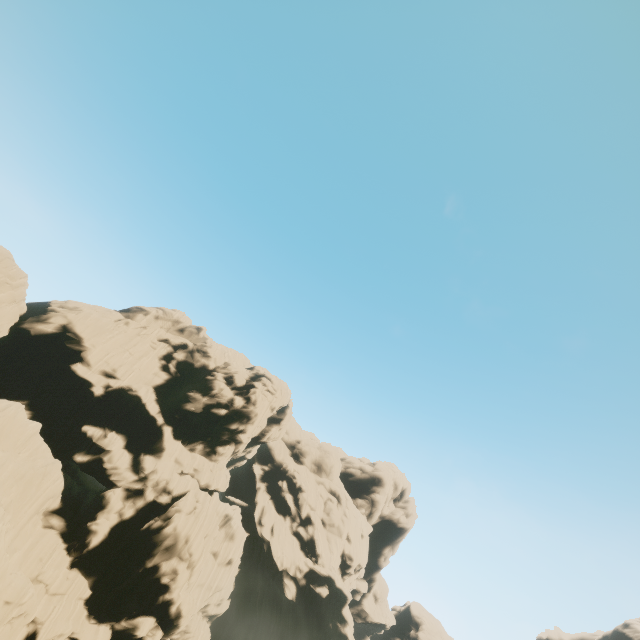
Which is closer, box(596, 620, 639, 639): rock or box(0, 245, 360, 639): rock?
box(0, 245, 360, 639): rock

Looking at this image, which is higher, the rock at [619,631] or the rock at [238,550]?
the rock at [619,631]

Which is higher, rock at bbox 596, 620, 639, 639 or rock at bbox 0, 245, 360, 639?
rock at bbox 596, 620, 639, 639

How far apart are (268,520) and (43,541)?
31.5m

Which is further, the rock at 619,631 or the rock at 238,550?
the rock at 619,631
